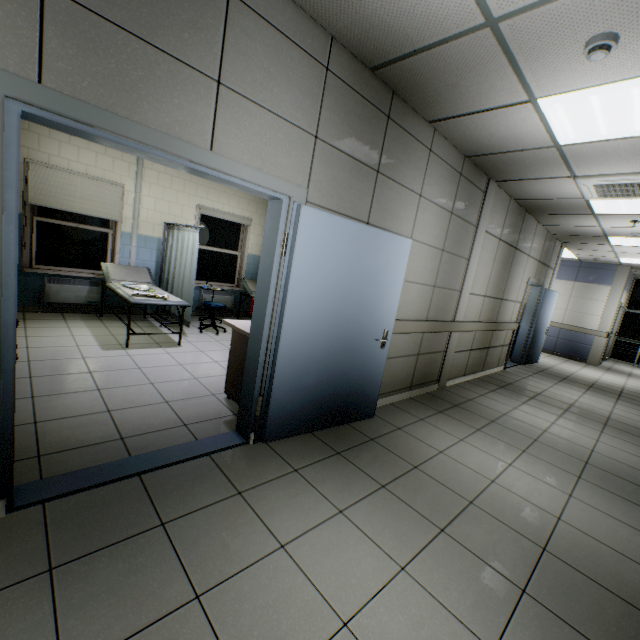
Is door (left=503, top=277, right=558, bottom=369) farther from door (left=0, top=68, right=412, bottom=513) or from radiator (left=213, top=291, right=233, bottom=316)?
radiator (left=213, top=291, right=233, bottom=316)

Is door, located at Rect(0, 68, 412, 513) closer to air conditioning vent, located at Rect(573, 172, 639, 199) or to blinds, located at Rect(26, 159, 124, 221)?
air conditioning vent, located at Rect(573, 172, 639, 199)

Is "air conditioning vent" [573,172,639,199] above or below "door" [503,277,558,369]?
above

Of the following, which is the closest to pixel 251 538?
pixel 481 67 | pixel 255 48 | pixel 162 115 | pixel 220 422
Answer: pixel 220 422

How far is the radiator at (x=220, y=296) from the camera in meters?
7.5

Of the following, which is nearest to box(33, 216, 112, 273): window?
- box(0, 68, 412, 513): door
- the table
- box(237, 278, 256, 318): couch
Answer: box(237, 278, 256, 318): couch

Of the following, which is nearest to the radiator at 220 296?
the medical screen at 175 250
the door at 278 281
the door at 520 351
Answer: the medical screen at 175 250

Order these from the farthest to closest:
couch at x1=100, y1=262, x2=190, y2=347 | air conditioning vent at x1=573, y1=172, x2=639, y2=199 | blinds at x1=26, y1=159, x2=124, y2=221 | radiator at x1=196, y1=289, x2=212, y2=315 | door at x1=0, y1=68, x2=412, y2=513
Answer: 1. radiator at x1=196, y1=289, x2=212, y2=315
2. blinds at x1=26, y1=159, x2=124, y2=221
3. couch at x1=100, y1=262, x2=190, y2=347
4. air conditioning vent at x1=573, y1=172, x2=639, y2=199
5. door at x1=0, y1=68, x2=412, y2=513
